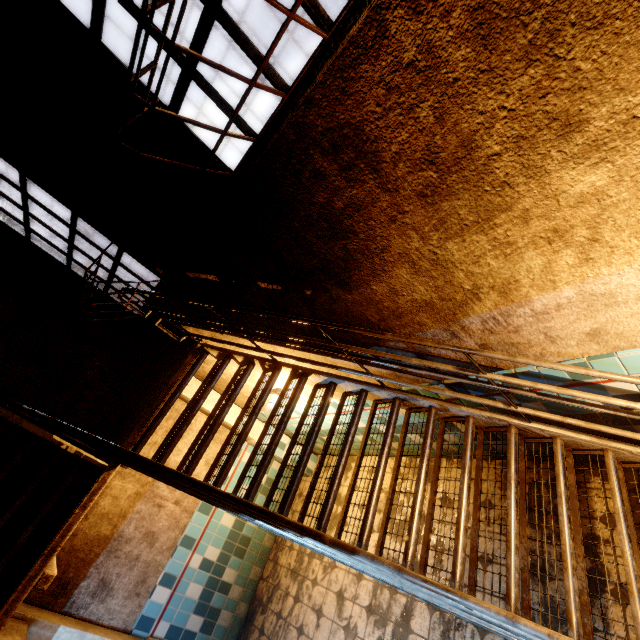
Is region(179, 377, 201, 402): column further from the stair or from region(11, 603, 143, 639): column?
region(11, 603, 143, 639): column

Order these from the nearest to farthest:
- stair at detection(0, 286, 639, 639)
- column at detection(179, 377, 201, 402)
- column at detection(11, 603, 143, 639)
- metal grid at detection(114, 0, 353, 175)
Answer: metal grid at detection(114, 0, 353, 175)
stair at detection(0, 286, 639, 639)
column at detection(11, 603, 143, 639)
column at detection(179, 377, 201, 402)

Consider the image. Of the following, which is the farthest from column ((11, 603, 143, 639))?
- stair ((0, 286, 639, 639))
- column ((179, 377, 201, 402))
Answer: column ((179, 377, 201, 402))

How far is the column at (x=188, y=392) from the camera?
4.82m

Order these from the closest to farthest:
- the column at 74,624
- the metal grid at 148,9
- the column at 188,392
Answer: the metal grid at 148,9, the column at 74,624, the column at 188,392

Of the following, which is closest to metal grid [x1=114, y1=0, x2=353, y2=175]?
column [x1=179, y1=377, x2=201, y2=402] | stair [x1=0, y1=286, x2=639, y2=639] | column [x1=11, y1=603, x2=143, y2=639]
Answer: stair [x1=0, y1=286, x2=639, y2=639]

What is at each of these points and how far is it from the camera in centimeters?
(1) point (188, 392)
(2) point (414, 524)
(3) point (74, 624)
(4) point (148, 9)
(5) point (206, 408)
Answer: (1) column, 484cm
(2) stair, 231cm
(3) column, 352cm
(4) metal grid, 117cm
(5) column, 493cm
